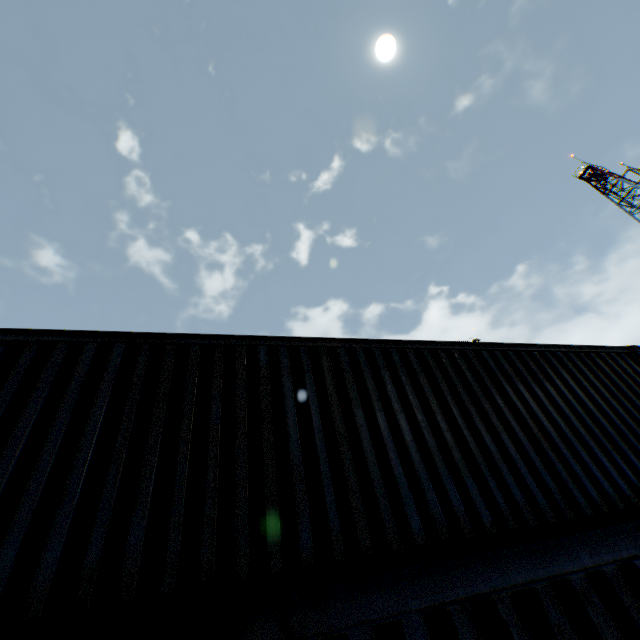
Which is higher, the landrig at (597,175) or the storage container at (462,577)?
the landrig at (597,175)

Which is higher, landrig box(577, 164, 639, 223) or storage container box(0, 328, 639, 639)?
landrig box(577, 164, 639, 223)

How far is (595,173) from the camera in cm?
→ 3747

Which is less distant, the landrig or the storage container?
the storage container

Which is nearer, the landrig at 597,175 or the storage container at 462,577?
the storage container at 462,577
